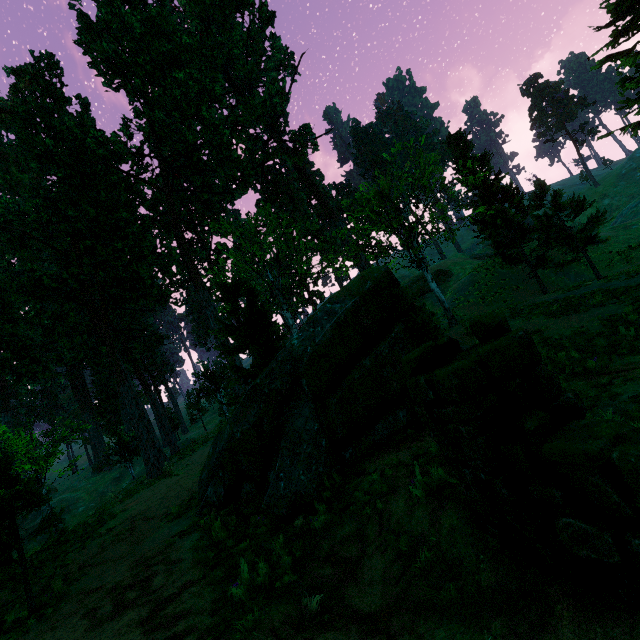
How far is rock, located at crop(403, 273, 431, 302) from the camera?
43.3 meters

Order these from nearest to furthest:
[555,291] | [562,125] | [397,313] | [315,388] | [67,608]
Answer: [67,608] < [315,388] < [397,313] < [555,291] < [562,125]

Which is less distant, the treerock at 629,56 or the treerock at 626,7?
the treerock at 629,56

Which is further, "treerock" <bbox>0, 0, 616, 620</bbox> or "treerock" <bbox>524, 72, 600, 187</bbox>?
"treerock" <bbox>524, 72, 600, 187</bbox>

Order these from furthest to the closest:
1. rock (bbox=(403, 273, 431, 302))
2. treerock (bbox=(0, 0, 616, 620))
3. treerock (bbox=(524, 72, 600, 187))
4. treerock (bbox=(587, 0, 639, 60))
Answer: treerock (bbox=(524, 72, 600, 187)), rock (bbox=(403, 273, 431, 302)), treerock (bbox=(587, 0, 639, 60)), treerock (bbox=(0, 0, 616, 620))

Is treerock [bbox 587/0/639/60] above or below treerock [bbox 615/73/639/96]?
above
